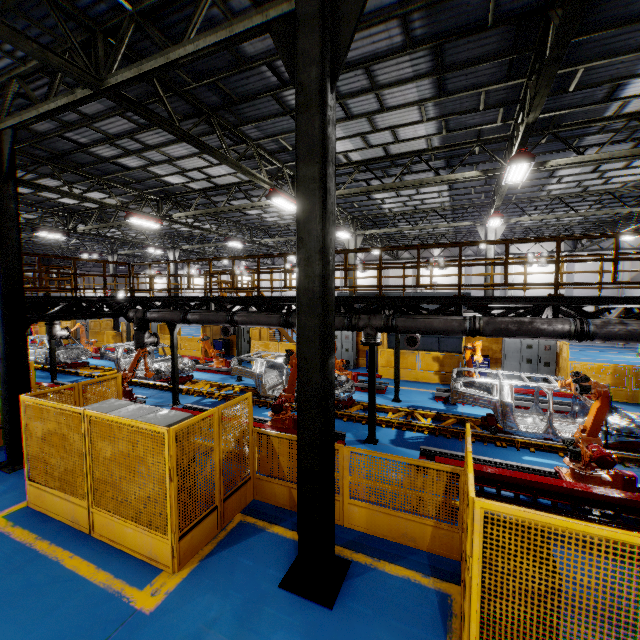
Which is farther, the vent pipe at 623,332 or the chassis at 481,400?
the chassis at 481,400

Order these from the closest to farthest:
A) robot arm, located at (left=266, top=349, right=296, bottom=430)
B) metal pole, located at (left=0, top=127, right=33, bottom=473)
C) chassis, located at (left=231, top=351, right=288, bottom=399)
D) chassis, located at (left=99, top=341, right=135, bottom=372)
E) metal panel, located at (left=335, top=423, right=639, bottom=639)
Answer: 1. metal panel, located at (left=335, top=423, right=639, bottom=639)
2. metal pole, located at (left=0, top=127, right=33, bottom=473)
3. robot arm, located at (left=266, top=349, right=296, bottom=430)
4. chassis, located at (left=231, top=351, right=288, bottom=399)
5. chassis, located at (left=99, top=341, right=135, bottom=372)

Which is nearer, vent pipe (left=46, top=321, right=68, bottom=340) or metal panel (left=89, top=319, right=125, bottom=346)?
vent pipe (left=46, top=321, right=68, bottom=340)

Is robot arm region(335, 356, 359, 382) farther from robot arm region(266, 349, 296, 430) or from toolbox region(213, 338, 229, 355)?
toolbox region(213, 338, 229, 355)

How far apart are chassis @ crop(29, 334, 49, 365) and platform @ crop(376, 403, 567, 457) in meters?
0.0

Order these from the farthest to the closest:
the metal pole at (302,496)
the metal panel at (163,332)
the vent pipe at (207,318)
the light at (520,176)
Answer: the metal panel at (163,332), the vent pipe at (207,318), the light at (520,176), the metal pole at (302,496)

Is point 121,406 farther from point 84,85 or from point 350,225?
point 350,225

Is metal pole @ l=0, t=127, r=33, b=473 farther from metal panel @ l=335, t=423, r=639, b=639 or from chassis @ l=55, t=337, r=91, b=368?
chassis @ l=55, t=337, r=91, b=368
